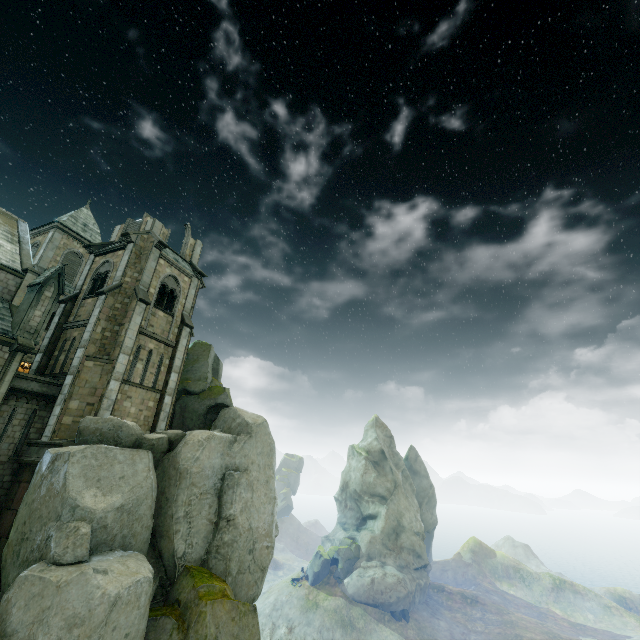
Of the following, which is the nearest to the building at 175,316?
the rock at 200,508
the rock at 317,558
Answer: the rock at 200,508

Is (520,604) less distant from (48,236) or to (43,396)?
(43,396)

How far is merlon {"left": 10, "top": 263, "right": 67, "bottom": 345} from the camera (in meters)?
17.28

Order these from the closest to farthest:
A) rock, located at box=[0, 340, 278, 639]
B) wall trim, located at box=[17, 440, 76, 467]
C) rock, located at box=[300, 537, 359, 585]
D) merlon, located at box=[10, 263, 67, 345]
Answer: rock, located at box=[0, 340, 278, 639] → wall trim, located at box=[17, 440, 76, 467] → merlon, located at box=[10, 263, 67, 345] → rock, located at box=[300, 537, 359, 585]

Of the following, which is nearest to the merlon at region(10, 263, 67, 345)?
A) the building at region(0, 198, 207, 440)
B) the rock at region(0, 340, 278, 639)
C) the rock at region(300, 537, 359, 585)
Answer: the building at region(0, 198, 207, 440)

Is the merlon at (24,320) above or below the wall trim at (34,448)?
above

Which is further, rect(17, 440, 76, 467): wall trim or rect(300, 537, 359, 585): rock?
rect(300, 537, 359, 585): rock

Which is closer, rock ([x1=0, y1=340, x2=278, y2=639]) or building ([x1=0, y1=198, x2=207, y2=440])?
rock ([x1=0, y1=340, x2=278, y2=639])
